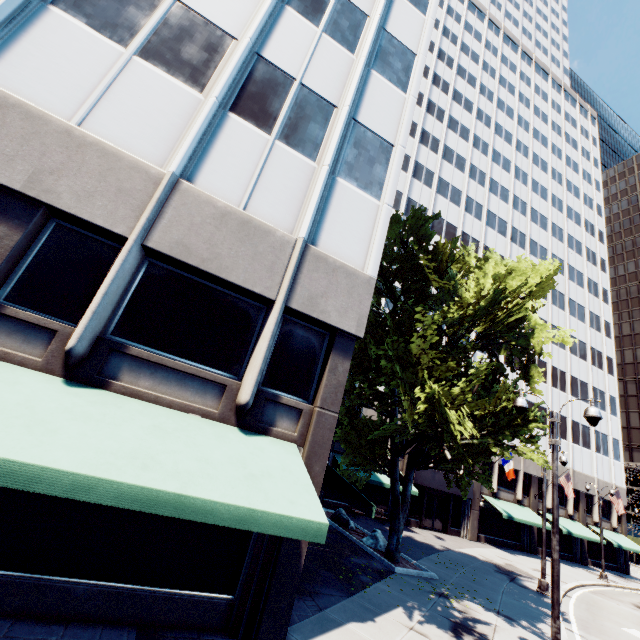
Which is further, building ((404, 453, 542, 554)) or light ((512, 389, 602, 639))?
building ((404, 453, 542, 554))

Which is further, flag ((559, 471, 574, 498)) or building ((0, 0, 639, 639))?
flag ((559, 471, 574, 498))

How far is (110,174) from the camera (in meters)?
7.21

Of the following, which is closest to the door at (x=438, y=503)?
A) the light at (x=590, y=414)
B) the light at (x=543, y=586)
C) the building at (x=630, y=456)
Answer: the light at (x=543, y=586)

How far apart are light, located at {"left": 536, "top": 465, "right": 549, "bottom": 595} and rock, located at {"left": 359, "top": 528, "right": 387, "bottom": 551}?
8.5m

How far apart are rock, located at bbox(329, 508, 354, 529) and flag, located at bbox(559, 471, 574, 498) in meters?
23.4

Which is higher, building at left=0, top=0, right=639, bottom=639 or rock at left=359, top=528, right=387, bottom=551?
building at left=0, top=0, right=639, bottom=639

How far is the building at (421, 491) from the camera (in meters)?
27.47
